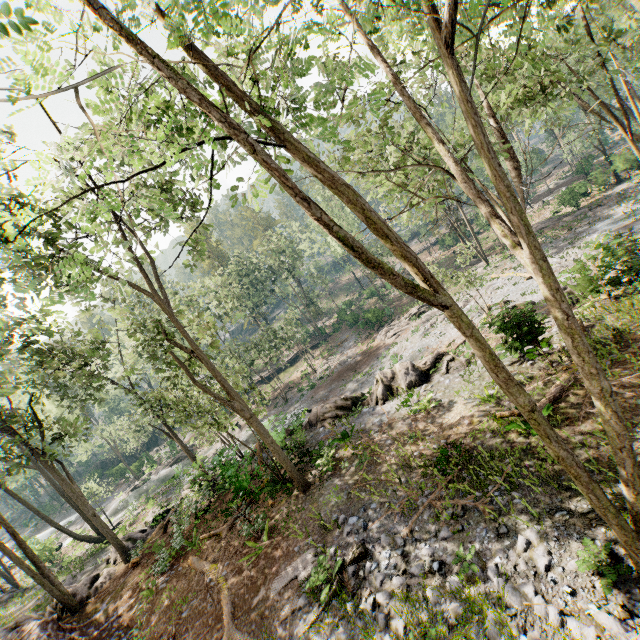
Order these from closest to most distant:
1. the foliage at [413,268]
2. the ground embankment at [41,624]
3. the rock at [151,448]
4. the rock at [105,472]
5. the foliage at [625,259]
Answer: the foliage at [413,268] < the ground embankment at [41,624] < the foliage at [625,259] < the rock at [151,448] < the rock at [105,472]

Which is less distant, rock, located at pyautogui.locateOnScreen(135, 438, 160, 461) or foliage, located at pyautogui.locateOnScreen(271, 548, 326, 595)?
foliage, located at pyautogui.locateOnScreen(271, 548, 326, 595)

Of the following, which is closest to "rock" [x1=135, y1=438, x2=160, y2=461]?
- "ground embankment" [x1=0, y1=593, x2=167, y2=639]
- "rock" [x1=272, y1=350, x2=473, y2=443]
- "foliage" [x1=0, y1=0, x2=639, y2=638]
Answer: "foliage" [x1=0, y1=0, x2=639, y2=638]

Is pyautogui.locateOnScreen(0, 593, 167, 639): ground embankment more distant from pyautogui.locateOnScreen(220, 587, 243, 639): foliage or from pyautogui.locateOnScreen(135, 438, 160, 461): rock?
pyautogui.locateOnScreen(135, 438, 160, 461): rock

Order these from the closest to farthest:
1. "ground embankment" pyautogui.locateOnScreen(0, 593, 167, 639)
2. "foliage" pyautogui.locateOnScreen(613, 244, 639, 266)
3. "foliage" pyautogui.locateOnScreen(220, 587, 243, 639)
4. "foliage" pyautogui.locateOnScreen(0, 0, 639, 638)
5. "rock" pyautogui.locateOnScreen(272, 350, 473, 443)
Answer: "foliage" pyautogui.locateOnScreen(0, 0, 639, 638) → "foliage" pyautogui.locateOnScreen(220, 587, 243, 639) → "ground embankment" pyautogui.locateOnScreen(0, 593, 167, 639) → "foliage" pyautogui.locateOnScreen(613, 244, 639, 266) → "rock" pyautogui.locateOnScreen(272, 350, 473, 443)

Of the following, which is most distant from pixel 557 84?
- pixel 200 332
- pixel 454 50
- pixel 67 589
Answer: pixel 67 589

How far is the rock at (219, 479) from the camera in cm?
1586

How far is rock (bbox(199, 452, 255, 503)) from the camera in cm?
1586
